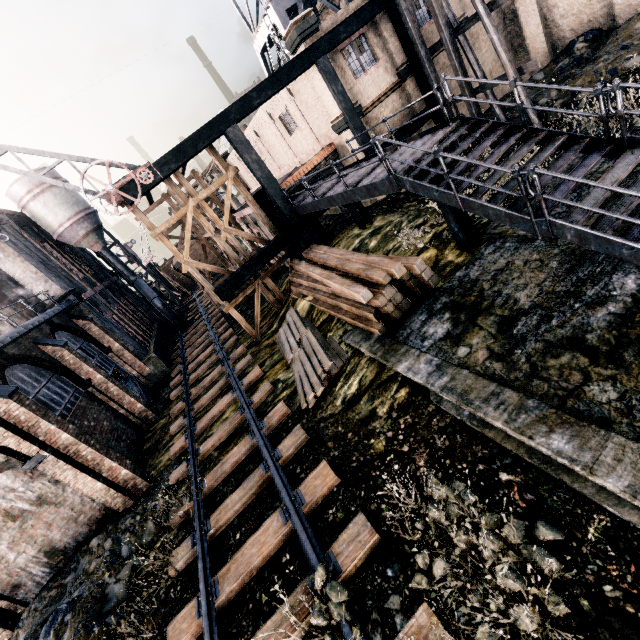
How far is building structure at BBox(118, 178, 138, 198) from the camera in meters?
14.1 m

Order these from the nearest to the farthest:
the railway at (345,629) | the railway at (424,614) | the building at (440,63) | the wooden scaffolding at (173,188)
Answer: the railway at (424,614) → the railway at (345,629) → the wooden scaffolding at (173,188) → the building at (440,63)

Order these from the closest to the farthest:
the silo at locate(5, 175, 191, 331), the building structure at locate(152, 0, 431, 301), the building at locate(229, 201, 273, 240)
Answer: the building structure at locate(152, 0, 431, 301) < the building at locate(229, 201, 273, 240) < the silo at locate(5, 175, 191, 331)

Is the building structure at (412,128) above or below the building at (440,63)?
below

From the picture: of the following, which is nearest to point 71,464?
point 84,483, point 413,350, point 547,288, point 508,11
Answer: point 84,483

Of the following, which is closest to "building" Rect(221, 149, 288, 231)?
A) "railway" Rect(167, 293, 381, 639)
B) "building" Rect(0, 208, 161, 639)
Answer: "railway" Rect(167, 293, 381, 639)

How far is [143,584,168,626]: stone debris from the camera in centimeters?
878cm

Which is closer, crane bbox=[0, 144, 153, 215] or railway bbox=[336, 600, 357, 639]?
railway bbox=[336, 600, 357, 639]
